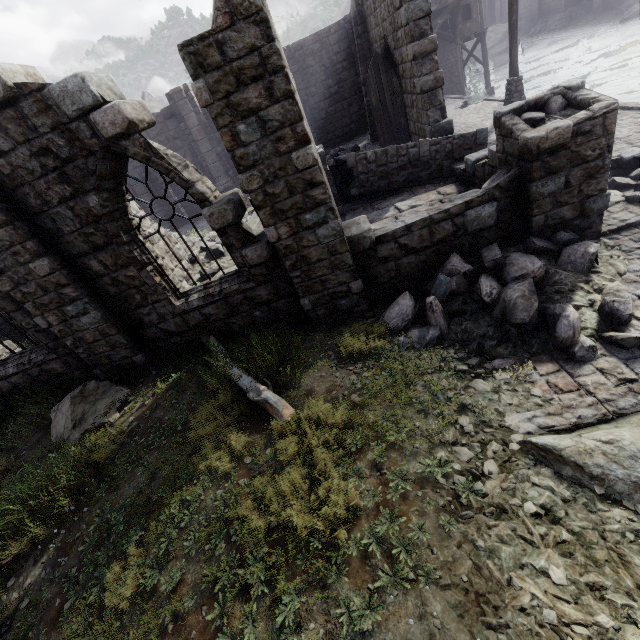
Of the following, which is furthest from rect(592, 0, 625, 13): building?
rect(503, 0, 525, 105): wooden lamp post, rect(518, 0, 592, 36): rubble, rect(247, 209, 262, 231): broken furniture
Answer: rect(503, 0, 525, 105): wooden lamp post

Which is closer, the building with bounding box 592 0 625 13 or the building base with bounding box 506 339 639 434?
the building base with bounding box 506 339 639 434

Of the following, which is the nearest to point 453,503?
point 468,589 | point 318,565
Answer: point 468,589

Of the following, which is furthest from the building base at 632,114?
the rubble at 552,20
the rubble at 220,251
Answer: the rubble at 552,20

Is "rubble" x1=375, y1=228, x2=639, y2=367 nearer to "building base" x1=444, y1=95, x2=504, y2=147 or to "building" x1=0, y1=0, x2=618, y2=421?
"building base" x1=444, y1=95, x2=504, y2=147

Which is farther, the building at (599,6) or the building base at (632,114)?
the building at (599,6)

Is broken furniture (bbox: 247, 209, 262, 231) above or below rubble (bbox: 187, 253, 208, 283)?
above

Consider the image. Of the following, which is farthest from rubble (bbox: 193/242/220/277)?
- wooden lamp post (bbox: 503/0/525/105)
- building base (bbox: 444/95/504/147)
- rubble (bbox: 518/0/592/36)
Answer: rubble (bbox: 518/0/592/36)
